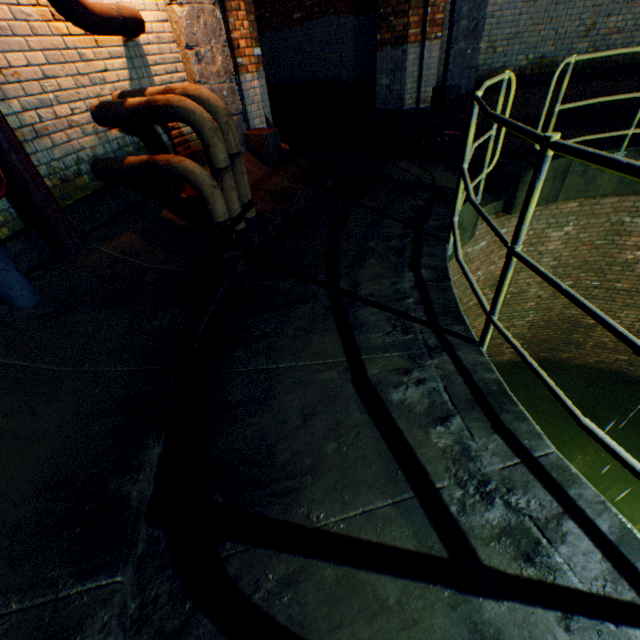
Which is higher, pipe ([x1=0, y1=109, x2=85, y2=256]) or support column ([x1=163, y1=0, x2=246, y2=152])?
support column ([x1=163, y1=0, x2=246, y2=152])

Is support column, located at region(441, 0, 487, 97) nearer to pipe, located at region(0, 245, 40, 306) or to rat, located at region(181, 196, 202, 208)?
rat, located at region(181, 196, 202, 208)

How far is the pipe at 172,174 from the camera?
3.0m

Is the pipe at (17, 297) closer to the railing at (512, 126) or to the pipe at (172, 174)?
the pipe at (172, 174)

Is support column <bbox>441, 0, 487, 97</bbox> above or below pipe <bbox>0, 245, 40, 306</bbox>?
above

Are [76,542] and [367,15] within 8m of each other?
no

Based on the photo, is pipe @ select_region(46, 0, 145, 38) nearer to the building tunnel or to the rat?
the rat

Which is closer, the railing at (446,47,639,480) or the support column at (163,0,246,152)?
the railing at (446,47,639,480)
